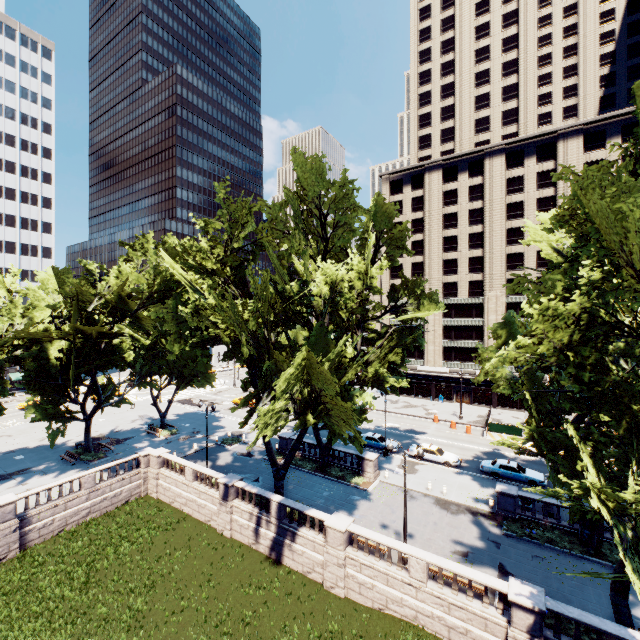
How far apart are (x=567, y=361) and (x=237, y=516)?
24.3 meters

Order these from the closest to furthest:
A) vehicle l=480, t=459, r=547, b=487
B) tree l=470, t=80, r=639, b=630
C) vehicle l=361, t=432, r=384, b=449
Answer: tree l=470, t=80, r=639, b=630 → vehicle l=480, t=459, r=547, b=487 → vehicle l=361, t=432, r=384, b=449

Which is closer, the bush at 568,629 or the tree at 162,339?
the bush at 568,629

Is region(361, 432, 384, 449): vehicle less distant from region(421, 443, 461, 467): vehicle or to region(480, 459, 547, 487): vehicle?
region(421, 443, 461, 467): vehicle

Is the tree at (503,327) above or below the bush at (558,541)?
above

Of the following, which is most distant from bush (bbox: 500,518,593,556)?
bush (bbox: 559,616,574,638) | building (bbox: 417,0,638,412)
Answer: building (bbox: 417,0,638,412)

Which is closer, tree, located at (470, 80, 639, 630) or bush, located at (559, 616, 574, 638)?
tree, located at (470, 80, 639, 630)

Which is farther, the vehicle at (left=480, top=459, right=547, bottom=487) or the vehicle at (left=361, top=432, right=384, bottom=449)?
the vehicle at (left=361, top=432, right=384, bottom=449)
